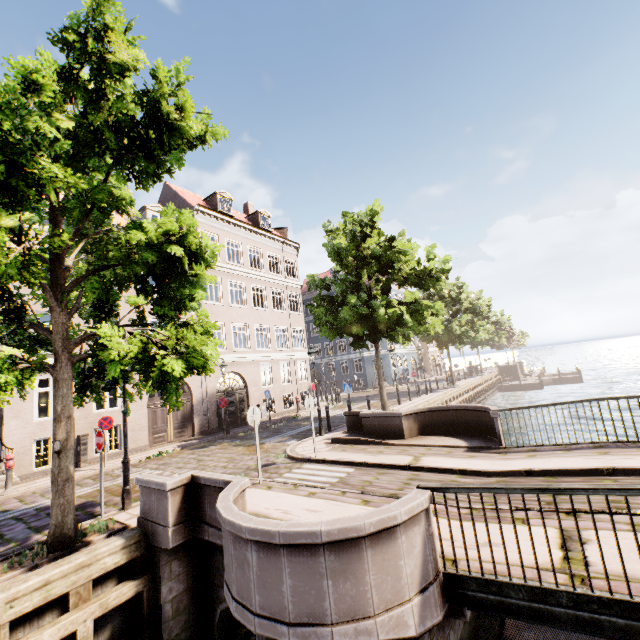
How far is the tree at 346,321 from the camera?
14.86m

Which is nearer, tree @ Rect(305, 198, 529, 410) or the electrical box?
the electrical box

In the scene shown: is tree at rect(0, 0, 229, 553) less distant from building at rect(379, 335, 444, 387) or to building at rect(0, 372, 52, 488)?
building at rect(0, 372, 52, 488)

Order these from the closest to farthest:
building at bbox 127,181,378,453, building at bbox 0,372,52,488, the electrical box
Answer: building at bbox 0,372,52,488 < the electrical box < building at bbox 127,181,378,453

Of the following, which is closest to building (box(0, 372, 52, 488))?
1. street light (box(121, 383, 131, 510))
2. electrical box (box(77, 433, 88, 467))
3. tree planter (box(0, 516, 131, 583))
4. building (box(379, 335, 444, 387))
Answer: street light (box(121, 383, 131, 510))

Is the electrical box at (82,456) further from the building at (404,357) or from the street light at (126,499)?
the street light at (126,499)

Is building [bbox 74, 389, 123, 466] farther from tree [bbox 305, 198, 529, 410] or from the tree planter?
the tree planter

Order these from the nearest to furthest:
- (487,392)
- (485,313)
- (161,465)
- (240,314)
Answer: (161,465), (240,314), (485,313), (487,392)
